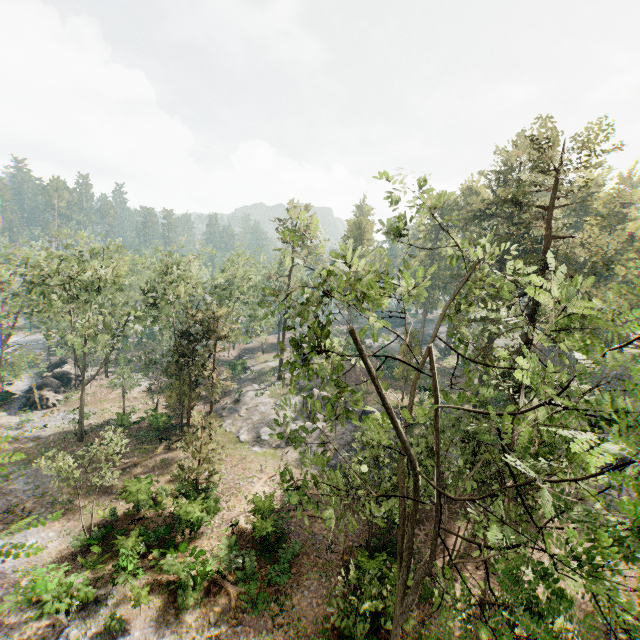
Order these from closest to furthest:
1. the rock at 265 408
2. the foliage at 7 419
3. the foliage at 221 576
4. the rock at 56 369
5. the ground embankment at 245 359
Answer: the foliage at 221 576 < the rock at 265 408 < the foliage at 7 419 < the rock at 56 369 < the ground embankment at 245 359

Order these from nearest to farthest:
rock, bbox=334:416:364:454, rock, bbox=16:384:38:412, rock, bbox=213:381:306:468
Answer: rock, bbox=334:416:364:454 < rock, bbox=213:381:306:468 < rock, bbox=16:384:38:412

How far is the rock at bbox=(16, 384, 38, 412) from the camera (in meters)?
37.03

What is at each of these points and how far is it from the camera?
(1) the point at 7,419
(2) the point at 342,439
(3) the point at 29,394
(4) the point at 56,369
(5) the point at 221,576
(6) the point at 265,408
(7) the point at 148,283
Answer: (1) foliage, 34.31m
(2) rock, 32.12m
(3) rock, 38.47m
(4) rock, 44.03m
(5) foliage, 18.59m
(6) rock, 37.84m
(7) foliage, 32.16m

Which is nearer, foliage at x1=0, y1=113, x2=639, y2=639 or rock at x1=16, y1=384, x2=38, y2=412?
foliage at x1=0, y1=113, x2=639, y2=639

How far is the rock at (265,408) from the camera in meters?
32.4
